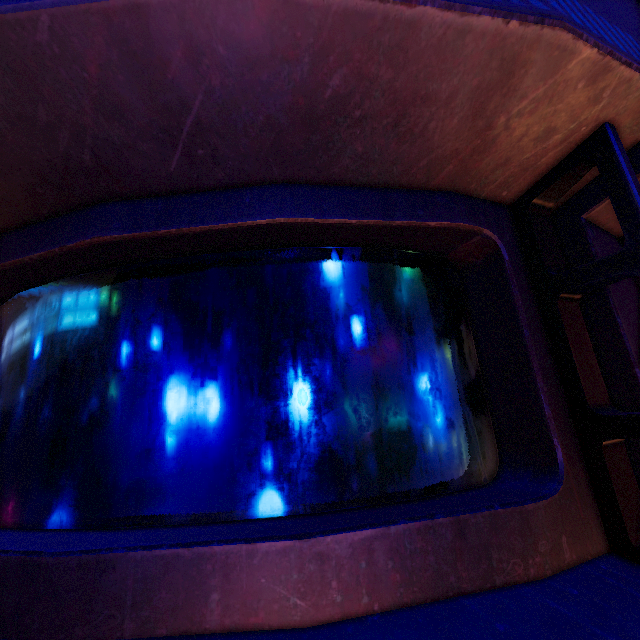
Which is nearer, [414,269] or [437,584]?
[437,584]
